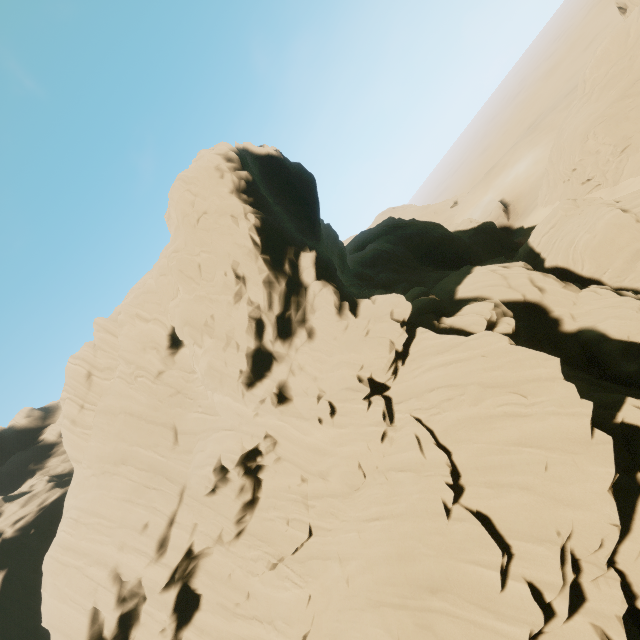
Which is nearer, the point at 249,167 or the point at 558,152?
the point at 249,167
